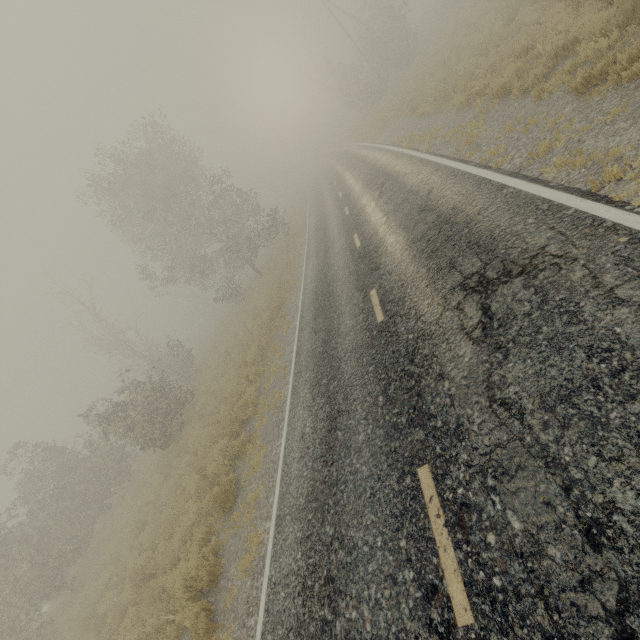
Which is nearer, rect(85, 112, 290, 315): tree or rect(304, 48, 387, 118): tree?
rect(85, 112, 290, 315): tree

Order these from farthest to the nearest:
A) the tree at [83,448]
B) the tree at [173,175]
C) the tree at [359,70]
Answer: the tree at [359,70], the tree at [173,175], the tree at [83,448]

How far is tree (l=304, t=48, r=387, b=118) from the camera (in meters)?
33.22

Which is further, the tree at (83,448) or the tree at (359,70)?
the tree at (359,70)

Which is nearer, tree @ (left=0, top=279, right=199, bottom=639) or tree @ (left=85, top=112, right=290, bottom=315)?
tree @ (left=0, top=279, right=199, bottom=639)

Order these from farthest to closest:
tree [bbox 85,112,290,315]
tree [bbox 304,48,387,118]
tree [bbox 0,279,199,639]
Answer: tree [bbox 304,48,387,118]
tree [bbox 85,112,290,315]
tree [bbox 0,279,199,639]

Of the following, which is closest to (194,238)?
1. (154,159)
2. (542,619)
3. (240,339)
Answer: (154,159)
